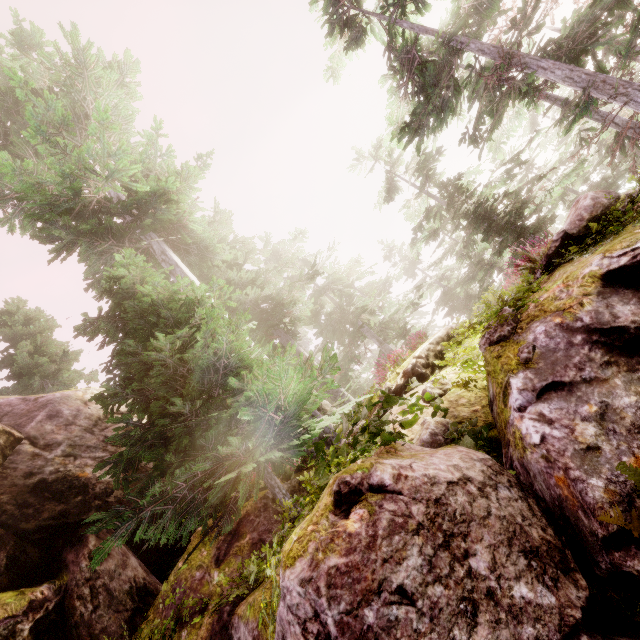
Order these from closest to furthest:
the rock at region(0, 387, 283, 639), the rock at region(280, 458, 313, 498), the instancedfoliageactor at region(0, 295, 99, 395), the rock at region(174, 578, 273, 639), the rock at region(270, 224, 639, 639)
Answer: the rock at region(270, 224, 639, 639)
the rock at region(174, 578, 273, 639)
the rock at region(0, 387, 283, 639)
the rock at region(280, 458, 313, 498)
the instancedfoliageactor at region(0, 295, 99, 395)

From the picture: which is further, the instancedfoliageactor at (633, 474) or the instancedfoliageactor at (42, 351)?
the instancedfoliageactor at (42, 351)

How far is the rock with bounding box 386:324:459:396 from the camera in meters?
7.1 m

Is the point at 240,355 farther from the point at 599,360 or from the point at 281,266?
the point at 281,266

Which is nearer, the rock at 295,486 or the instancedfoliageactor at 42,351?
the rock at 295,486

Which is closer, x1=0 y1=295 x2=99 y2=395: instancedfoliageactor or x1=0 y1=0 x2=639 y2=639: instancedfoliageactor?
x1=0 y1=0 x2=639 y2=639: instancedfoliageactor

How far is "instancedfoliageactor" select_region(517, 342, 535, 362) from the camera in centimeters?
401cm

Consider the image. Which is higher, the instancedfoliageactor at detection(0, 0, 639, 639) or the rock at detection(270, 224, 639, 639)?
the instancedfoliageactor at detection(0, 0, 639, 639)
